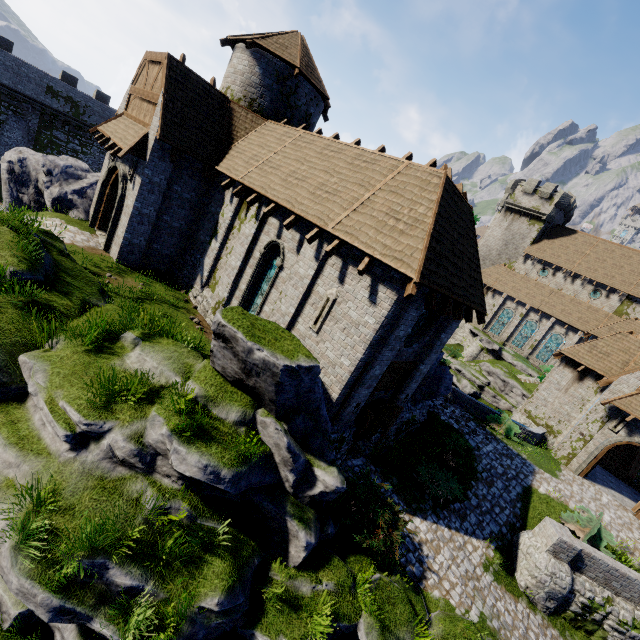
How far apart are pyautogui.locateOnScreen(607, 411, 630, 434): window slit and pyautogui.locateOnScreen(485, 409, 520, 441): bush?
5.1 meters

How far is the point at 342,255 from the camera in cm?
1025

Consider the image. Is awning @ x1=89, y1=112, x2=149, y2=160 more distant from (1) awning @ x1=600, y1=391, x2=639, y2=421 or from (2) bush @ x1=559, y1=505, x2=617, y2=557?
(1) awning @ x1=600, y1=391, x2=639, y2=421

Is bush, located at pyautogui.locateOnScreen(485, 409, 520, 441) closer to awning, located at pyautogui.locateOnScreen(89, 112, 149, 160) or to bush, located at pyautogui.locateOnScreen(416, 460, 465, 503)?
bush, located at pyautogui.locateOnScreen(416, 460, 465, 503)

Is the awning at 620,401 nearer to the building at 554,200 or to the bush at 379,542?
the building at 554,200

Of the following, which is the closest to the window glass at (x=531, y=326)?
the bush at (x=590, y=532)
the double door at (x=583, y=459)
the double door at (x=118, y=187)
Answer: → the double door at (x=583, y=459)

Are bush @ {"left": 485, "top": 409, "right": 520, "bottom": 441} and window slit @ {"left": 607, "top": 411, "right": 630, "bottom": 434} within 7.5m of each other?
yes

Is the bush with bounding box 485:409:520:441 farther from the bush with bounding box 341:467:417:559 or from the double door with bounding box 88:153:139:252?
the double door with bounding box 88:153:139:252
